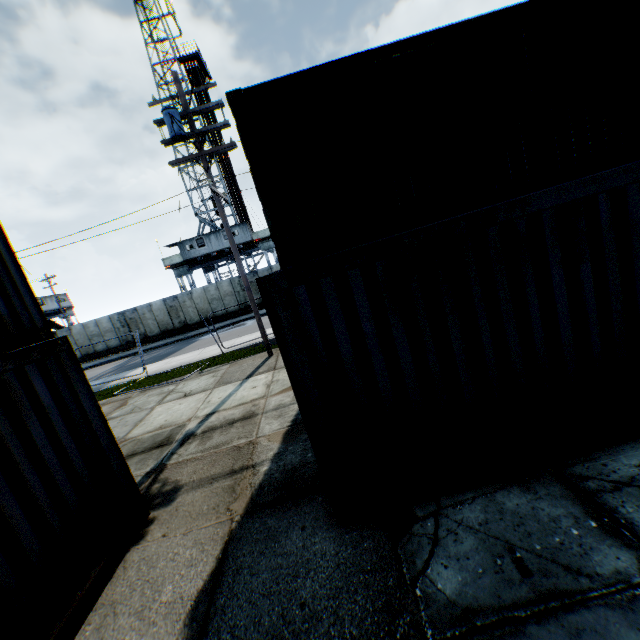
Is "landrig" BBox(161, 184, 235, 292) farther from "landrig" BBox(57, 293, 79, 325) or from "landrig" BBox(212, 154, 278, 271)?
"landrig" BBox(57, 293, 79, 325)

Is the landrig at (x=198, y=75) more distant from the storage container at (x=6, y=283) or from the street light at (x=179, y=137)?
the storage container at (x=6, y=283)

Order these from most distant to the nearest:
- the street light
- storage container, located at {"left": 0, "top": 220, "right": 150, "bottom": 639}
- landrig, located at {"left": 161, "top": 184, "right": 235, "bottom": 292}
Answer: landrig, located at {"left": 161, "top": 184, "right": 235, "bottom": 292} → the street light → storage container, located at {"left": 0, "top": 220, "right": 150, "bottom": 639}

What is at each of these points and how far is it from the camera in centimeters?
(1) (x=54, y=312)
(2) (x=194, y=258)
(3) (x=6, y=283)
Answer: (1) landrig, 4281cm
(2) landrig, 3092cm
(3) storage container, 544cm

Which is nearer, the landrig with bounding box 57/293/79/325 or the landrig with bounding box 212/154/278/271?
the landrig with bounding box 212/154/278/271

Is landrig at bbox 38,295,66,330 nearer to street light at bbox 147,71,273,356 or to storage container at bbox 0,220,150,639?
street light at bbox 147,71,273,356

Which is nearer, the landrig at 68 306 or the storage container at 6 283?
the storage container at 6 283

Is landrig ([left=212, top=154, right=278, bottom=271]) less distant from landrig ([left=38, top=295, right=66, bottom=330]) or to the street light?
landrig ([left=38, top=295, right=66, bottom=330])
